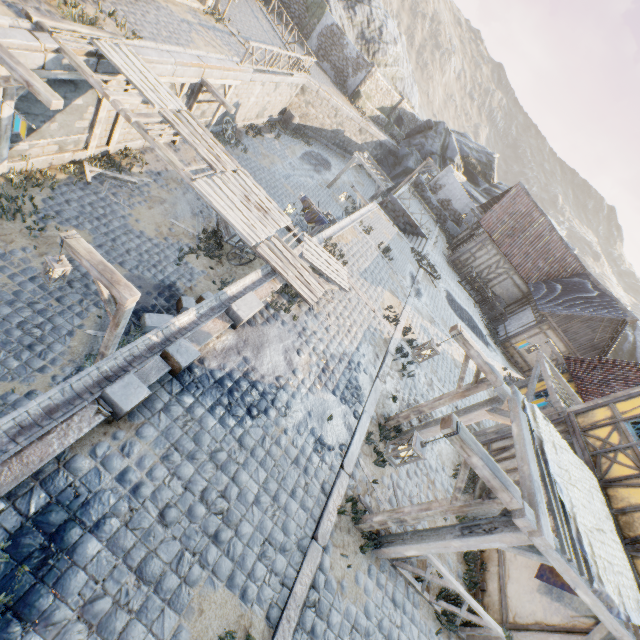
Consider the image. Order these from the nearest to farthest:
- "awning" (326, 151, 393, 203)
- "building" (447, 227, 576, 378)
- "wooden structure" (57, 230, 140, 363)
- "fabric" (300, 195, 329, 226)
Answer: "wooden structure" (57, 230, 140, 363) < "fabric" (300, 195, 329, 226) < "building" (447, 227, 576, 378) < "awning" (326, 151, 393, 203)

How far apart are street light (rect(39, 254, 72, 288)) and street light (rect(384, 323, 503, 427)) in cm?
604

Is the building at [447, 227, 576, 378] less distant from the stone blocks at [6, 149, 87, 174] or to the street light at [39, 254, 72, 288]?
the stone blocks at [6, 149, 87, 174]

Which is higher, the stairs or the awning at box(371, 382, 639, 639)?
the awning at box(371, 382, 639, 639)

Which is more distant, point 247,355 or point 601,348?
point 601,348

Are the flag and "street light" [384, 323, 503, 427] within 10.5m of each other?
yes

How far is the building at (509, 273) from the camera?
18.61m

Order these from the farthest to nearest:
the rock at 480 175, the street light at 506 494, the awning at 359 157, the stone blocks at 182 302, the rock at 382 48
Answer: the rock at 480 175 < the rock at 382 48 < the awning at 359 157 < the stone blocks at 182 302 < the street light at 506 494
